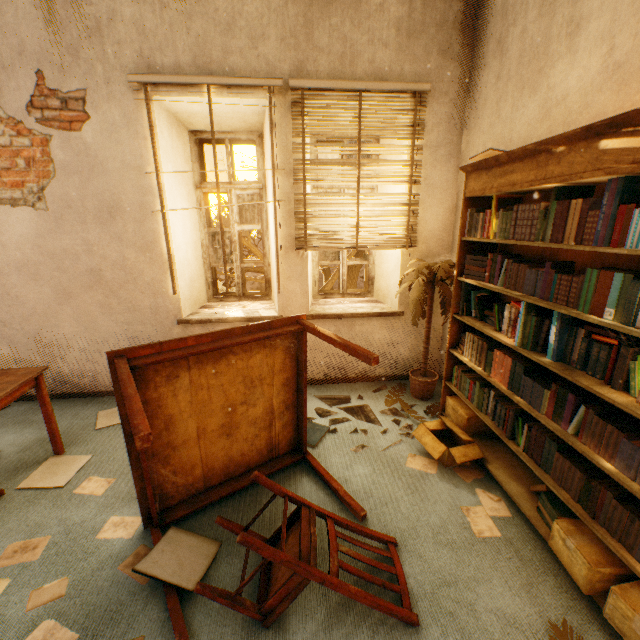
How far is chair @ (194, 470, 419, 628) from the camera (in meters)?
1.42

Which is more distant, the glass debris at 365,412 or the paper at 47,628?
the glass debris at 365,412

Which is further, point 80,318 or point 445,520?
point 80,318

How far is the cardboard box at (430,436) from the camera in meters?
2.4

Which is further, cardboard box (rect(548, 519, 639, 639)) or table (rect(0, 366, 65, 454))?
table (rect(0, 366, 65, 454))

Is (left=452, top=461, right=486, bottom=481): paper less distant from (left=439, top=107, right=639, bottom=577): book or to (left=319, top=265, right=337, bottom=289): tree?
(left=439, top=107, right=639, bottom=577): book

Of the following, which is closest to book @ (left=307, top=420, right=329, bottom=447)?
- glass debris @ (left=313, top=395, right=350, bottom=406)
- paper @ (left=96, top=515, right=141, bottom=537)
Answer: glass debris @ (left=313, top=395, right=350, bottom=406)

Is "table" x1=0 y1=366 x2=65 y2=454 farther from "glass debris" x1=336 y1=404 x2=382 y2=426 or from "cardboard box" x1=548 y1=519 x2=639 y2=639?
"cardboard box" x1=548 y1=519 x2=639 y2=639
